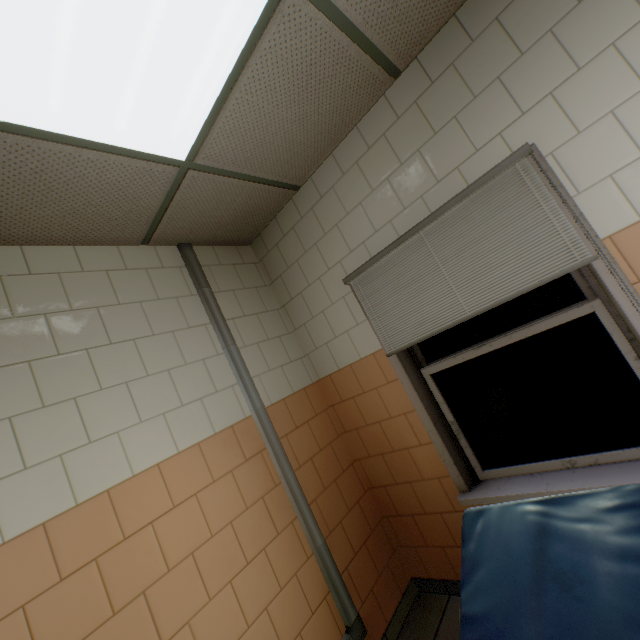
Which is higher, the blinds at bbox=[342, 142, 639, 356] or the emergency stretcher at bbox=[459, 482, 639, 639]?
the blinds at bbox=[342, 142, 639, 356]

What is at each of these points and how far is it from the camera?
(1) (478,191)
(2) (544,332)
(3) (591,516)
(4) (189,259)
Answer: (1) blinds, 1.8 meters
(2) window, 1.9 meters
(3) emergency stretcher, 1.2 meters
(4) cable duct, 2.5 meters

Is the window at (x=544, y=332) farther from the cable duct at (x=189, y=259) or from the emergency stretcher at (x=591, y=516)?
the cable duct at (x=189, y=259)

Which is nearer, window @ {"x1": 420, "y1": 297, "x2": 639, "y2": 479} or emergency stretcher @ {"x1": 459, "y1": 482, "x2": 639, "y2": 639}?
emergency stretcher @ {"x1": 459, "y1": 482, "x2": 639, "y2": 639}

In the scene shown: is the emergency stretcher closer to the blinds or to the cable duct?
the blinds

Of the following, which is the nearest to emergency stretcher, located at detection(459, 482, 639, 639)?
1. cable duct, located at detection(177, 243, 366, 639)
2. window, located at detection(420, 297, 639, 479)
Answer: window, located at detection(420, 297, 639, 479)

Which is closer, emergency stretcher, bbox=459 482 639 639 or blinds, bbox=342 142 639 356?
emergency stretcher, bbox=459 482 639 639

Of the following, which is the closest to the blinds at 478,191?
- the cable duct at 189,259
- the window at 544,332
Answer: the window at 544,332
